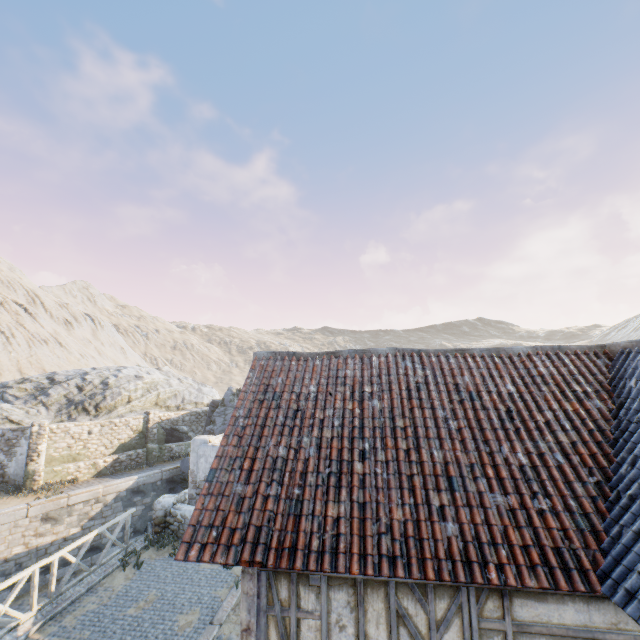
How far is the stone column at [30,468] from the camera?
15.63m

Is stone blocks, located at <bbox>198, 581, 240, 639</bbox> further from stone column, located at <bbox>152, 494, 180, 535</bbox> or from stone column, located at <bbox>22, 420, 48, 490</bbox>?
stone column, located at <bbox>22, 420, 48, 490</bbox>

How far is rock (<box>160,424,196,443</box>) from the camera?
22.54m

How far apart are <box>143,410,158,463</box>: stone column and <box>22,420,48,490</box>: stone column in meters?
5.0 m

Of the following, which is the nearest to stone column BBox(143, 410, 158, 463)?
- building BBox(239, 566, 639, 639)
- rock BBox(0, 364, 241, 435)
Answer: rock BBox(0, 364, 241, 435)

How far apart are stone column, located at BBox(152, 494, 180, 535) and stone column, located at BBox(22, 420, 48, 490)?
8.9m

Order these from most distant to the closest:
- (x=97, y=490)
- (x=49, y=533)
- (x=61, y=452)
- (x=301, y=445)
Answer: (x=61, y=452) → (x=97, y=490) → (x=49, y=533) → (x=301, y=445)

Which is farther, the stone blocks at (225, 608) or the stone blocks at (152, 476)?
the stone blocks at (152, 476)
